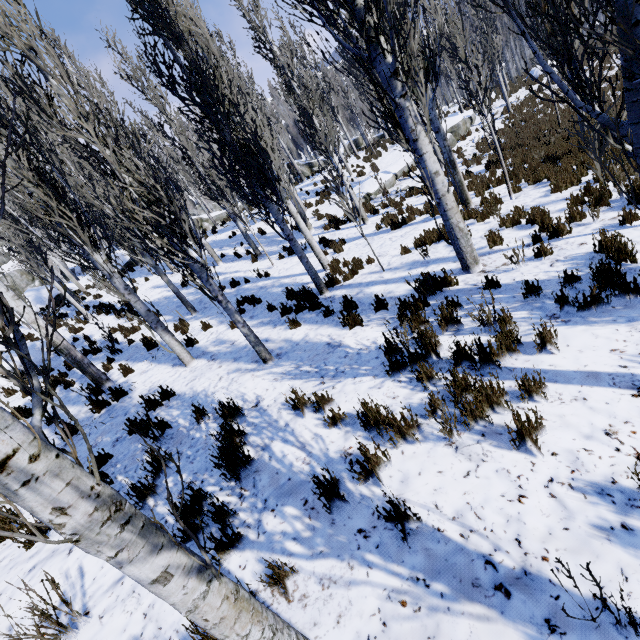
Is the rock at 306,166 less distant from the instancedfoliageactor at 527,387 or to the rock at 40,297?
the instancedfoliageactor at 527,387

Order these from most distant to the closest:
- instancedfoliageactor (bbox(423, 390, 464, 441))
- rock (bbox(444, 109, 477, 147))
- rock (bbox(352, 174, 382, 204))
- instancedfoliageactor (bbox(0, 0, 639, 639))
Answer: rock (bbox(444, 109, 477, 147)), rock (bbox(352, 174, 382, 204)), instancedfoliageactor (bbox(423, 390, 464, 441)), instancedfoliageactor (bbox(0, 0, 639, 639))

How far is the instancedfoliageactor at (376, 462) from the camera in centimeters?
283cm

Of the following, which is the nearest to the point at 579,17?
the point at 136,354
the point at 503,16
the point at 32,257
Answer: the point at 136,354

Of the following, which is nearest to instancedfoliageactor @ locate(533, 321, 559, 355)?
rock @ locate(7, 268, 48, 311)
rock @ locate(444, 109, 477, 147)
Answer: rock @ locate(444, 109, 477, 147)

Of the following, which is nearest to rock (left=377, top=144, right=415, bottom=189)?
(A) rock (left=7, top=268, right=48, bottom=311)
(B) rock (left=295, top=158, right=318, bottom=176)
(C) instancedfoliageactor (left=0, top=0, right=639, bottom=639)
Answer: (C) instancedfoliageactor (left=0, top=0, right=639, bottom=639)

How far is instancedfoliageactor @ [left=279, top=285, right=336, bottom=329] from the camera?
6.70m
